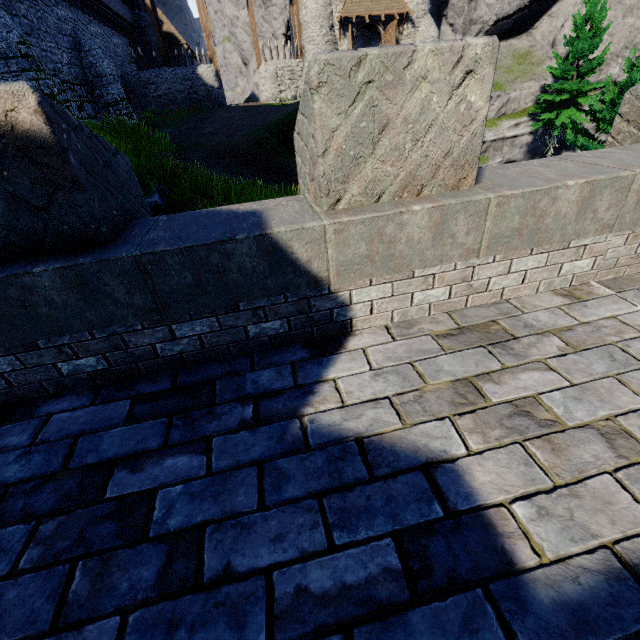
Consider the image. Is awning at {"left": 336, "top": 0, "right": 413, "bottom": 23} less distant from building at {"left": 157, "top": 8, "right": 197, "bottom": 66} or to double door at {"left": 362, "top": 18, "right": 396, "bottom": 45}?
double door at {"left": 362, "top": 18, "right": 396, "bottom": 45}

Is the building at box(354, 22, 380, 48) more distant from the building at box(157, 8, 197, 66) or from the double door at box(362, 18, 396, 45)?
the building at box(157, 8, 197, 66)

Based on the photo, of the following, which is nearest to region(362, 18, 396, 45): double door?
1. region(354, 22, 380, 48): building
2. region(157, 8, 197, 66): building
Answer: region(354, 22, 380, 48): building

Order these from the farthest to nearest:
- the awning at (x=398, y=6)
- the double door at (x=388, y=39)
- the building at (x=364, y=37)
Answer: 1. the building at (x=364, y=37)
2. the double door at (x=388, y=39)
3. the awning at (x=398, y=6)

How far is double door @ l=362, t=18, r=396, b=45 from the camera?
25.86m

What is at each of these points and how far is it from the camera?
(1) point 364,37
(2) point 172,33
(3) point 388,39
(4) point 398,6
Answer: (1) building, 33.0m
(2) building, 34.0m
(3) double door, 26.6m
(4) awning, 25.6m

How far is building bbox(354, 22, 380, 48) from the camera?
27.28m

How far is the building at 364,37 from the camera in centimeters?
2728cm
